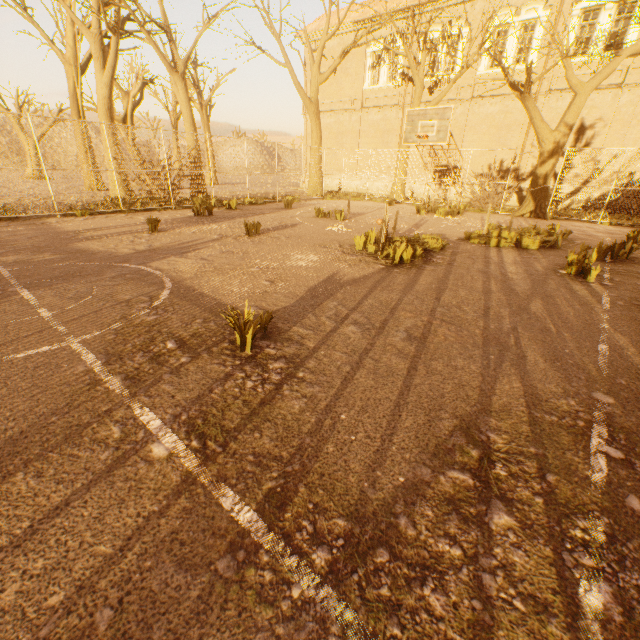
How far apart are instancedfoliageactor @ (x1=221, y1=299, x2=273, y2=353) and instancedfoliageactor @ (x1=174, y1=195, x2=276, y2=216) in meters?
12.7 m

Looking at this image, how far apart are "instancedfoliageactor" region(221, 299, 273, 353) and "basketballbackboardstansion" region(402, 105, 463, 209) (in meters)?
11.50

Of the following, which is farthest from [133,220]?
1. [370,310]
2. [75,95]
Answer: [75,95]

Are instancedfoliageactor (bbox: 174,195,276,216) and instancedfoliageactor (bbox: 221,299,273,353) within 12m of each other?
no

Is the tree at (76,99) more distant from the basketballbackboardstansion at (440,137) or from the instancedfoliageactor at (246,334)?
the instancedfoliageactor at (246,334)

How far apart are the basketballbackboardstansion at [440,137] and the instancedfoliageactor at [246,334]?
11.50m

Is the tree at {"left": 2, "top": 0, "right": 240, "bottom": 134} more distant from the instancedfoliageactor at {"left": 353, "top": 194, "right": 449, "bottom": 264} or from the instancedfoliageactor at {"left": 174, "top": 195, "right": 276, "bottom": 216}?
the instancedfoliageactor at {"left": 353, "top": 194, "right": 449, "bottom": 264}

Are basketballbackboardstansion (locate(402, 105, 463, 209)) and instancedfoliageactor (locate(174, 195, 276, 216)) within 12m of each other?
yes
